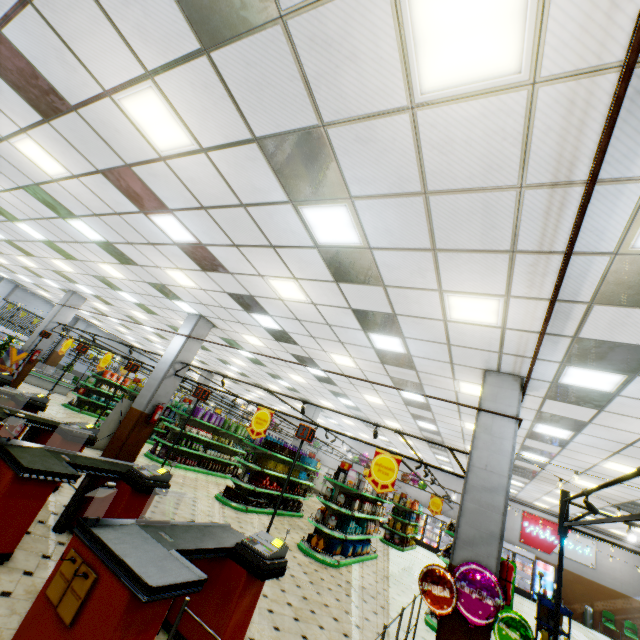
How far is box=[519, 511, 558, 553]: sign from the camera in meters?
19.3 m

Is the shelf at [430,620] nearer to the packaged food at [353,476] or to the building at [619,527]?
the building at [619,527]

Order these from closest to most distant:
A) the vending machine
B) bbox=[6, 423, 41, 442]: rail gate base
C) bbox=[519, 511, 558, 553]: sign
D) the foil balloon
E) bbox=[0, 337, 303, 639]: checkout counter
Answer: bbox=[0, 337, 303, 639]: checkout counter → the foil balloon → bbox=[6, 423, 41, 442]: rail gate base → the vending machine → bbox=[519, 511, 558, 553]: sign

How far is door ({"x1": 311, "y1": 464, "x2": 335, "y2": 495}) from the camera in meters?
26.1 m

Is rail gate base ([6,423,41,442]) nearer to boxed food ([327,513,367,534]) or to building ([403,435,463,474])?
building ([403,435,463,474])

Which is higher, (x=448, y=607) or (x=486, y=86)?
(x=486, y=86)

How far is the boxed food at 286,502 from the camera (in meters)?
12.30

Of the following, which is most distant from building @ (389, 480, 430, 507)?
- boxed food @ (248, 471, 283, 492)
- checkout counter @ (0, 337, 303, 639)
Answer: boxed food @ (248, 471, 283, 492)
